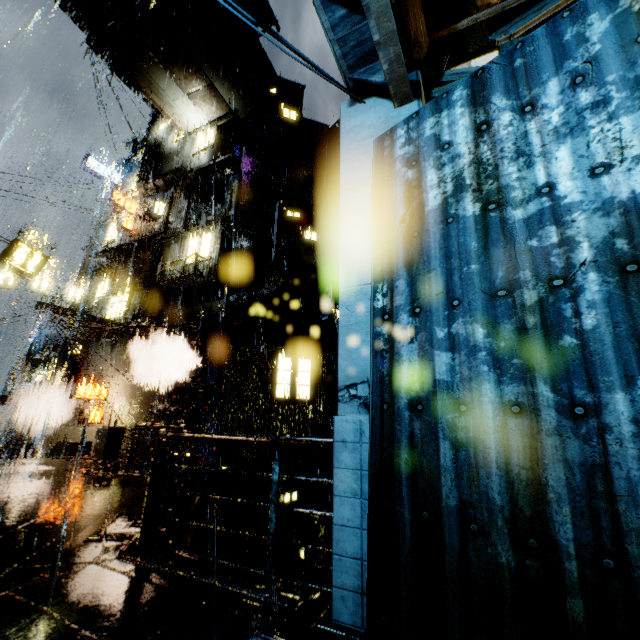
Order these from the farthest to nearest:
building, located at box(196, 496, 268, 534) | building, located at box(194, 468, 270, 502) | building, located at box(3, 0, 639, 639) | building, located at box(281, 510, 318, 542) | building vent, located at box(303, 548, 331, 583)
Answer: building, located at box(281, 510, 318, 542) < building, located at box(194, 468, 270, 502) < building, located at box(196, 496, 268, 534) < building vent, located at box(303, 548, 331, 583) < building, located at box(3, 0, 639, 639)

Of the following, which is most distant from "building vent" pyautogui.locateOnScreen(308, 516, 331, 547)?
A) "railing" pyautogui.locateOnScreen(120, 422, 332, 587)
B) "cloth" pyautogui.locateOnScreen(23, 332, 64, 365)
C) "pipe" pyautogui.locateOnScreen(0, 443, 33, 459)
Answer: "pipe" pyautogui.locateOnScreen(0, 443, 33, 459)

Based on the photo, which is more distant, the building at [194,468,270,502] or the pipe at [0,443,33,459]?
the pipe at [0,443,33,459]

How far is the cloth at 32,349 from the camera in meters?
20.4

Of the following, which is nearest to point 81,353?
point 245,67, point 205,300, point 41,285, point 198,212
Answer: point 205,300

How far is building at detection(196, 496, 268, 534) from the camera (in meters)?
9.48

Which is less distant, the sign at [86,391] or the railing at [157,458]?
the railing at [157,458]

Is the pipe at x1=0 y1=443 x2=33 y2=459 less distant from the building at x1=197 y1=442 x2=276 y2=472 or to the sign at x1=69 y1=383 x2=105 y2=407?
the building at x1=197 y1=442 x2=276 y2=472
